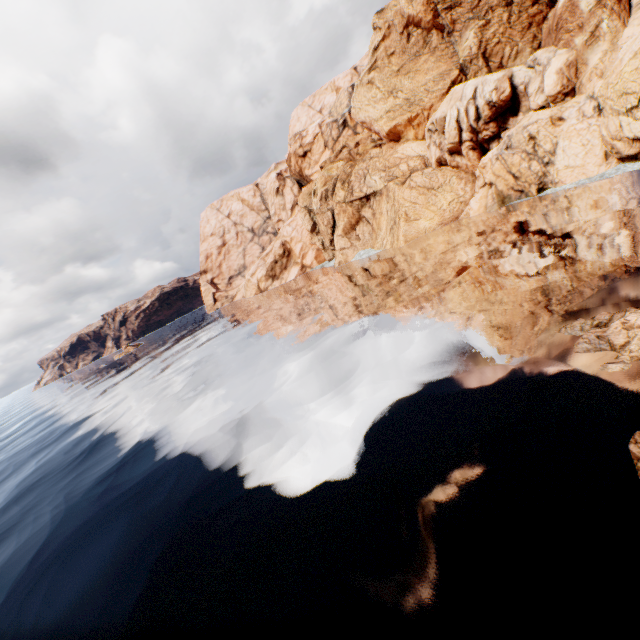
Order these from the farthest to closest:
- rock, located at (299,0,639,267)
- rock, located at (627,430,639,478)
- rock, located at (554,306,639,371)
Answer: rock, located at (299,0,639,267) < rock, located at (554,306,639,371) < rock, located at (627,430,639,478)

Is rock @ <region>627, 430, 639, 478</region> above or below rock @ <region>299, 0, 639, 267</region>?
below

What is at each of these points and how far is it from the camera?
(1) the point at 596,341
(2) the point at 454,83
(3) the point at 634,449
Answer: (1) rock, 9.0m
(2) rock, 40.2m
(3) rock, 5.8m

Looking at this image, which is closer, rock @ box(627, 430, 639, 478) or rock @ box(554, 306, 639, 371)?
rock @ box(627, 430, 639, 478)

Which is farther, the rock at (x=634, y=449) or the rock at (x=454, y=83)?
the rock at (x=454, y=83)
